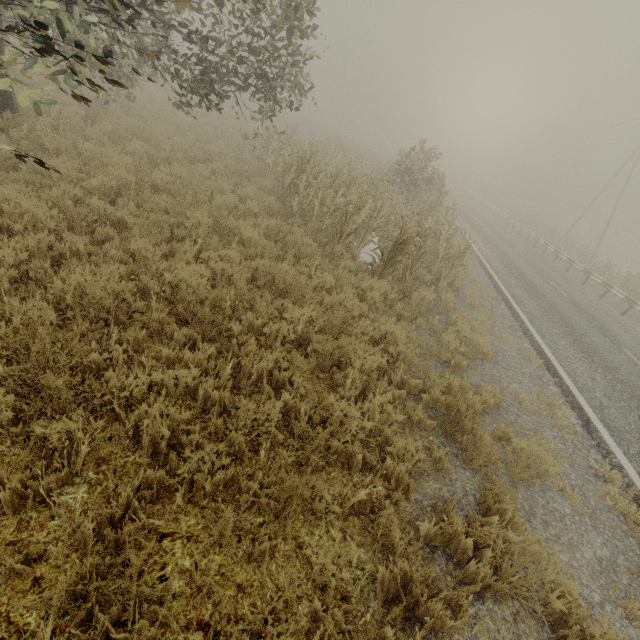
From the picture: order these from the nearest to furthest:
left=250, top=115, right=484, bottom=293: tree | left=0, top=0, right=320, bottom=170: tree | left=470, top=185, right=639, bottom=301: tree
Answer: left=0, top=0, right=320, bottom=170: tree
left=250, top=115, right=484, bottom=293: tree
left=470, top=185, right=639, bottom=301: tree

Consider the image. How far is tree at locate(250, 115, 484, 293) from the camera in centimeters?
829cm

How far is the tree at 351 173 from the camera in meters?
8.3 m

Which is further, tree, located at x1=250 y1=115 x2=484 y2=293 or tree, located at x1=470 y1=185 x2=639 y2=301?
tree, located at x1=470 y1=185 x2=639 y2=301

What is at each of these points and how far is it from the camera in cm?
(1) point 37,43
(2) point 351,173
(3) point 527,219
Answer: (1) tree, 352
(2) tree, 1254
(3) tree, 3250

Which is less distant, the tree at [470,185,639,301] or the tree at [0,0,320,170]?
the tree at [0,0,320,170]

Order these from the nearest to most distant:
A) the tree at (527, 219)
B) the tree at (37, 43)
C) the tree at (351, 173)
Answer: the tree at (37, 43) < the tree at (351, 173) < the tree at (527, 219)
